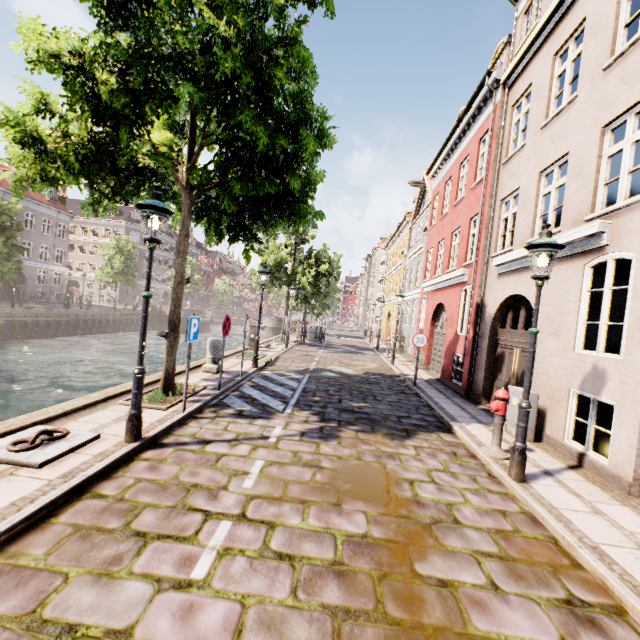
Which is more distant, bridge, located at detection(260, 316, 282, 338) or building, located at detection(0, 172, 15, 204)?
bridge, located at detection(260, 316, 282, 338)

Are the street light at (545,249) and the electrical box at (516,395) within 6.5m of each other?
yes

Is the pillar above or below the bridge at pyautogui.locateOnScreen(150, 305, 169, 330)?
above

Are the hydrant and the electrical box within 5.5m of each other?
yes

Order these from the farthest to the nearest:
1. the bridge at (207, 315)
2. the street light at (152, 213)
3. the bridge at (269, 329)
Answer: the bridge at (207, 315) → the bridge at (269, 329) → the street light at (152, 213)

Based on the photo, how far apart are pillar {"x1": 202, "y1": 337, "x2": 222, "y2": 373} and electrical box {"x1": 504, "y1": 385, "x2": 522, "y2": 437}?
8.1 meters

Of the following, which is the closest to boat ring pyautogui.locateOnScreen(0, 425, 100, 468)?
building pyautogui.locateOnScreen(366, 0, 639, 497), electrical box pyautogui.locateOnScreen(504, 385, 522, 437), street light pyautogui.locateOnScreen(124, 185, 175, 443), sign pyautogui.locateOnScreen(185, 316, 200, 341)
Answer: street light pyautogui.locateOnScreen(124, 185, 175, 443)

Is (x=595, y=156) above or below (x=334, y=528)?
above
